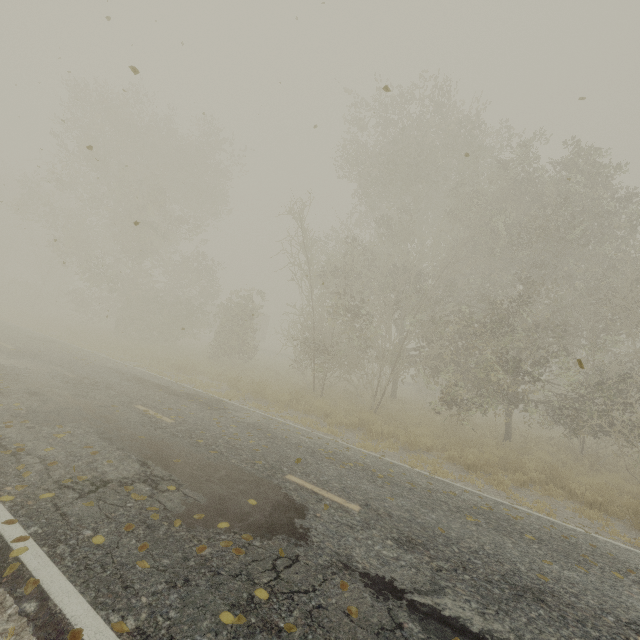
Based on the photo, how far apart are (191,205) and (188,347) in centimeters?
1240cm

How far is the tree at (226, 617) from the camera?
2.94m

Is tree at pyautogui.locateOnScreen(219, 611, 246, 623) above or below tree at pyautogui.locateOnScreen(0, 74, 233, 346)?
below

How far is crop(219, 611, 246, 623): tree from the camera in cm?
294

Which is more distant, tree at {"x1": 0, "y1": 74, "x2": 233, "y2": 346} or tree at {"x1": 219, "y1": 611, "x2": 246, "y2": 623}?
tree at {"x1": 0, "y1": 74, "x2": 233, "y2": 346}

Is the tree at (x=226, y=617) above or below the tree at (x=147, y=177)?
below
